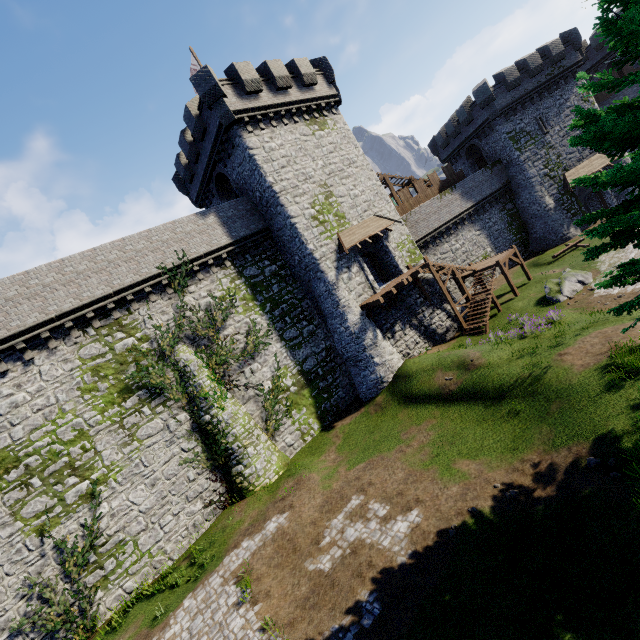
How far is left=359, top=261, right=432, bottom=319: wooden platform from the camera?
20.72m

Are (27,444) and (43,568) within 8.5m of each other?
yes

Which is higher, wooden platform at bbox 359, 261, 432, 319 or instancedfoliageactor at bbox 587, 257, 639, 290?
wooden platform at bbox 359, 261, 432, 319

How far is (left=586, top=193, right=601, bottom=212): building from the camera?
33.1m

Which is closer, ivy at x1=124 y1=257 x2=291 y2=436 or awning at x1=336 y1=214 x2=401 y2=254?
ivy at x1=124 y1=257 x2=291 y2=436

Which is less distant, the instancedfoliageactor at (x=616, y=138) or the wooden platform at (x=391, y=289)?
the instancedfoliageactor at (x=616, y=138)

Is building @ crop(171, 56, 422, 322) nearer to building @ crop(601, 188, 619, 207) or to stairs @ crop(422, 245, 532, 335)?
stairs @ crop(422, 245, 532, 335)

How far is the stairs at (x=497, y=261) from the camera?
23.50m
